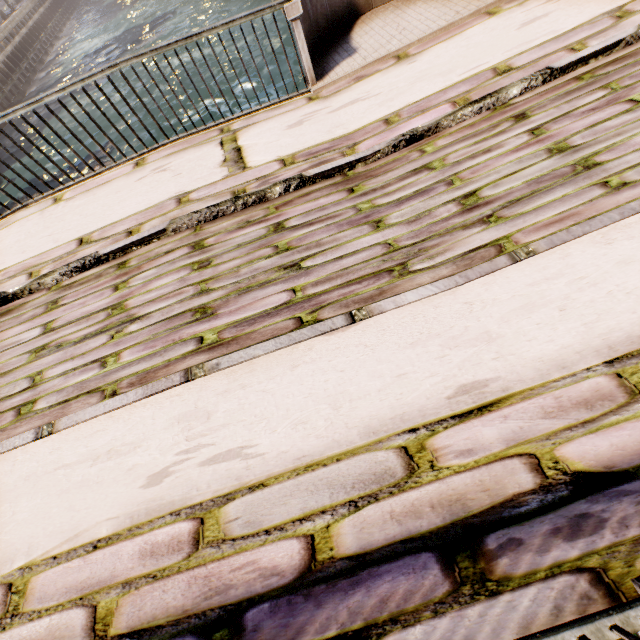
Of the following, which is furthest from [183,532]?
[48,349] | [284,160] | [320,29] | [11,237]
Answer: [320,29]
